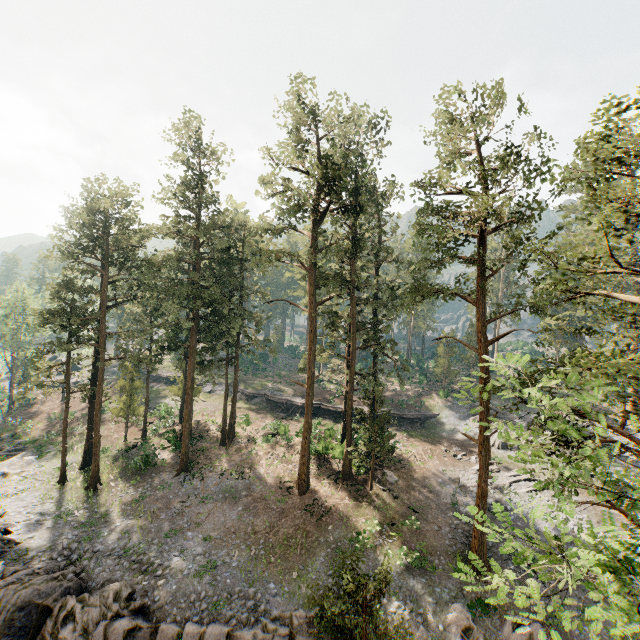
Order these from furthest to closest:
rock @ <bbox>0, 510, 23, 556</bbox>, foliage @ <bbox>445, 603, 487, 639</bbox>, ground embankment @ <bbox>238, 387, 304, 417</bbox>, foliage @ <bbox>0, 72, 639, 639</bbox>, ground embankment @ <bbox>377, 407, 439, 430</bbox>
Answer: ground embankment @ <bbox>238, 387, 304, 417</bbox>, ground embankment @ <bbox>377, 407, 439, 430</bbox>, rock @ <bbox>0, 510, 23, 556</bbox>, foliage @ <bbox>445, 603, 487, 639</bbox>, foliage @ <bbox>0, 72, 639, 639</bbox>

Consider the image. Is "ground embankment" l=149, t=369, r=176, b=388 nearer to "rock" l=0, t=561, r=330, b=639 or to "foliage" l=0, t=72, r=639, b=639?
"foliage" l=0, t=72, r=639, b=639

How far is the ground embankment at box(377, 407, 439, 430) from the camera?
41.55m

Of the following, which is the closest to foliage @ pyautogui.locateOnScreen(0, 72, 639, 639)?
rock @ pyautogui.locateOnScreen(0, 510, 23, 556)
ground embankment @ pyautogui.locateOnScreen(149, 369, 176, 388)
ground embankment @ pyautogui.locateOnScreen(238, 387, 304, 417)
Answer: ground embankment @ pyautogui.locateOnScreen(238, 387, 304, 417)

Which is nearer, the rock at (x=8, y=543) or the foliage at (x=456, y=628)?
the foliage at (x=456, y=628)

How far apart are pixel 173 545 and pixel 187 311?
17.6 meters

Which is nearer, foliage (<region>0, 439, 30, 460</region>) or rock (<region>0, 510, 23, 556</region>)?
rock (<region>0, 510, 23, 556</region>)

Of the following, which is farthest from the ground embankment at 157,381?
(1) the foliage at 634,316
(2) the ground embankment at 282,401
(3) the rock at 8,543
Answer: (3) the rock at 8,543
